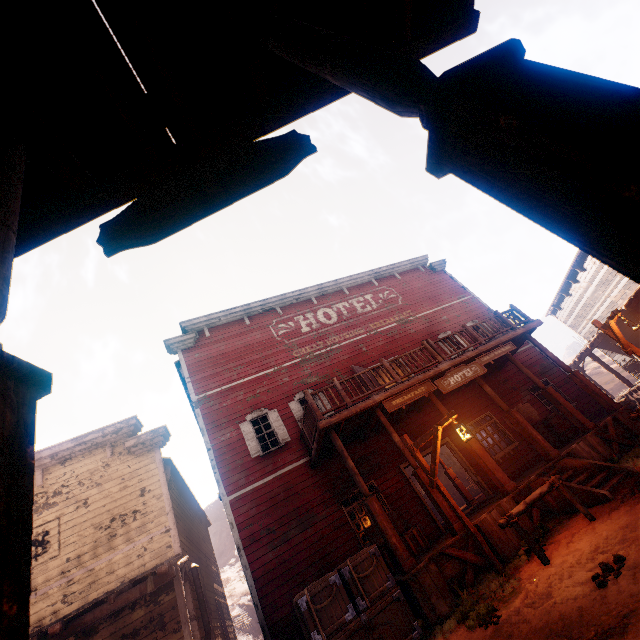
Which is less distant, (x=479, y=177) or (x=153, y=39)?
(x=479, y=177)

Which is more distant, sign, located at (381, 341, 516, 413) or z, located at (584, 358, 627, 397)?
z, located at (584, 358, 627, 397)

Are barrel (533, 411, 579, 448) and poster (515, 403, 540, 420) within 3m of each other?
yes

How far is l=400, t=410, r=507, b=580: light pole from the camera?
6.8m

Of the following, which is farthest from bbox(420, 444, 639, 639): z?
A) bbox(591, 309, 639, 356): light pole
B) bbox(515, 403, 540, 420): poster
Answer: bbox(515, 403, 540, 420): poster

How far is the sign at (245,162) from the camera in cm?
231

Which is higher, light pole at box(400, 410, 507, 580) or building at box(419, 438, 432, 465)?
building at box(419, 438, 432, 465)

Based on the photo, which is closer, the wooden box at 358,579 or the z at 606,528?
the z at 606,528
